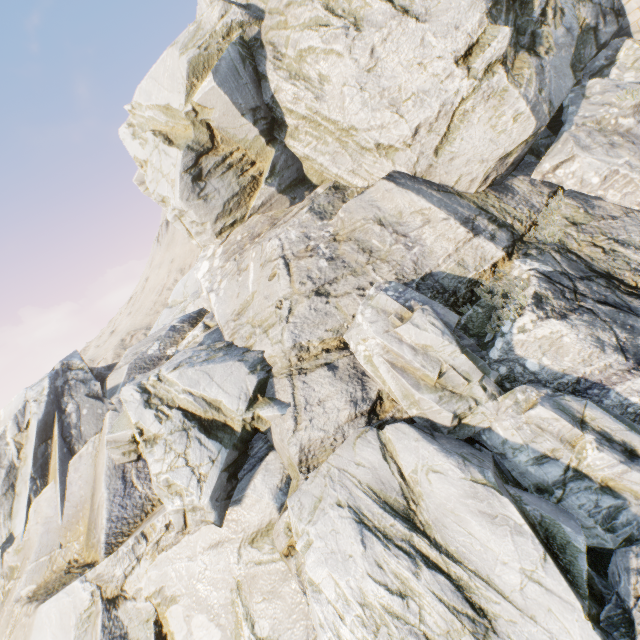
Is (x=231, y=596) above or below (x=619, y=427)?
above
